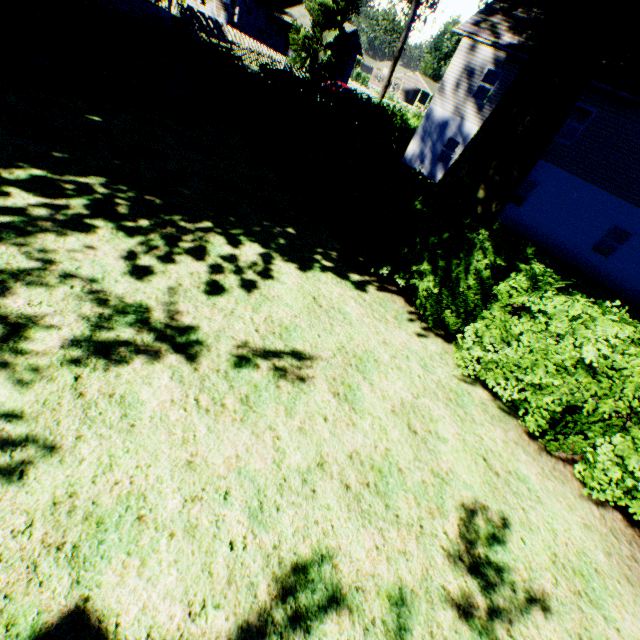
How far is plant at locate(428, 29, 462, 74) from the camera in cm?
5650

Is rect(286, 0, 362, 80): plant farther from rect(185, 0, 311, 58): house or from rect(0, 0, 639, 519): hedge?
rect(0, 0, 639, 519): hedge

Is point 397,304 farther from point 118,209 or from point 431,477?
point 118,209

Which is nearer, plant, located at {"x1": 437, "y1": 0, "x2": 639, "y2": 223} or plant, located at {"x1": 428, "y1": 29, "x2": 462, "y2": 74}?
plant, located at {"x1": 437, "y1": 0, "x2": 639, "y2": 223}

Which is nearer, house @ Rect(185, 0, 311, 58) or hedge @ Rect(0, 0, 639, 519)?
hedge @ Rect(0, 0, 639, 519)

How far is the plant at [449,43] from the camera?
56.50m

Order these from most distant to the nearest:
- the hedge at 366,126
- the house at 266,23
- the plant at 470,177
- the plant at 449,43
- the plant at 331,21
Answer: the plant at 449,43, the house at 266,23, the plant at 331,21, the plant at 470,177, the hedge at 366,126
